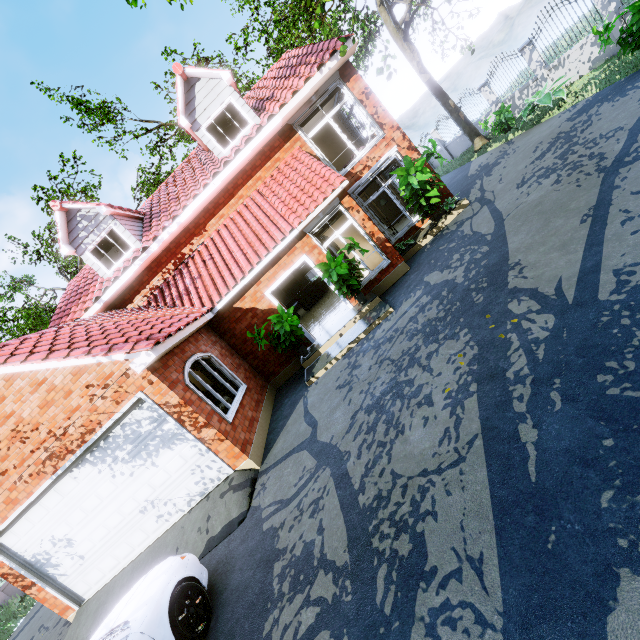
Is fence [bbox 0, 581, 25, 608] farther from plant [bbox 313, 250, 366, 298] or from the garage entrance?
plant [bbox 313, 250, 366, 298]

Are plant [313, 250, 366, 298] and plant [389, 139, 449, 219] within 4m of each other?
yes

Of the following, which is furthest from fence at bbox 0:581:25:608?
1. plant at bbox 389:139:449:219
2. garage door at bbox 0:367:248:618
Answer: plant at bbox 389:139:449:219

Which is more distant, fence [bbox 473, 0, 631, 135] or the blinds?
the blinds

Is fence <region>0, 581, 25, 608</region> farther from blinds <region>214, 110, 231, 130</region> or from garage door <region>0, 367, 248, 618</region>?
blinds <region>214, 110, 231, 130</region>

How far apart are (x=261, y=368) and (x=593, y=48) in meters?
16.4 m

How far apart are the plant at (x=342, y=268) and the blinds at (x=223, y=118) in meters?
6.4

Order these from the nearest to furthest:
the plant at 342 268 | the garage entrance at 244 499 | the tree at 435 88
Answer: the garage entrance at 244 499
the plant at 342 268
the tree at 435 88
